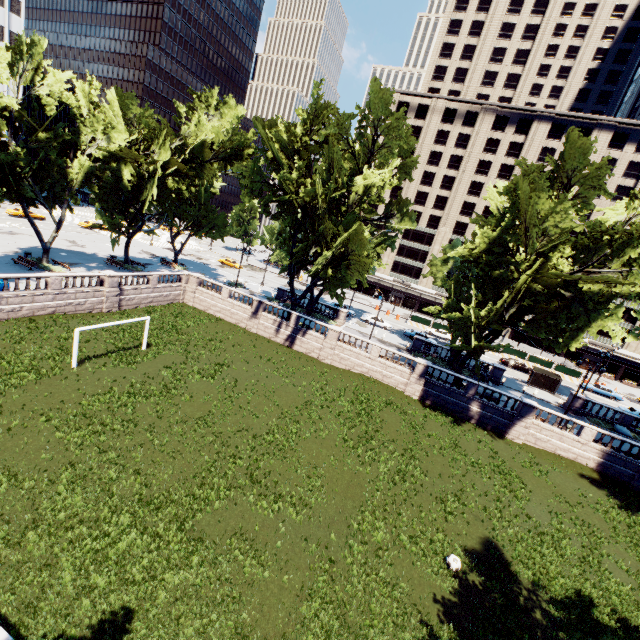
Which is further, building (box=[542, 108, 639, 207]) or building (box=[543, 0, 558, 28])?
building (box=[543, 0, 558, 28])

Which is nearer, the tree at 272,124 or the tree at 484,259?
the tree at 484,259

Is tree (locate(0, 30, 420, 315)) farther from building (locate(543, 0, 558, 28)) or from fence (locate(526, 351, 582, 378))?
building (locate(543, 0, 558, 28))

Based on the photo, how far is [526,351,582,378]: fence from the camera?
51.9m

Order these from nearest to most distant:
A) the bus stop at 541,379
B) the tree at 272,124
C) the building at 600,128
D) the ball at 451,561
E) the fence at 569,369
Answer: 1. the ball at 451,561
2. the tree at 272,124
3. the bus stop at 541,379
4. the fence at 569,369
5. the building at 600,128

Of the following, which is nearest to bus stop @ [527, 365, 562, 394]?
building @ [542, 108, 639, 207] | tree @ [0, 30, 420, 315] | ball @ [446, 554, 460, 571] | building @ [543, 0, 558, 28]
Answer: tree @ [0, 30, 420, 315]

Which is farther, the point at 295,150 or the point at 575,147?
the point at 295,150

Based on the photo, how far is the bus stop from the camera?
41.5m
